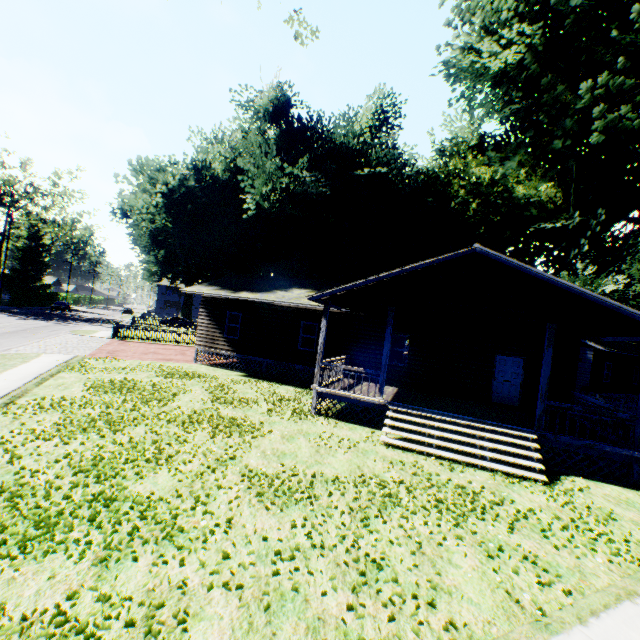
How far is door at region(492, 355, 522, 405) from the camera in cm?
1462

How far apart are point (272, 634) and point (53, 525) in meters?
3.5 m

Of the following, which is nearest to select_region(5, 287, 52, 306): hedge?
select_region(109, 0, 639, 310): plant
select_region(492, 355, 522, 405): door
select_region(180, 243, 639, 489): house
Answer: select_region(109, 0, 639, 310): plant

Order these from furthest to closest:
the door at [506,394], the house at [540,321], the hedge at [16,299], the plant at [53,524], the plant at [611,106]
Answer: the hedge at [16,299], the plant at [611,106], the door at [506,394], the house at [540,321], the plant at [53,524]

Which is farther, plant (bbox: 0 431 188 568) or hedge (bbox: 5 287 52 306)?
hedge (bbox: 5 287 52 306)

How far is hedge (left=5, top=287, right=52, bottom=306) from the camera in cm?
4859

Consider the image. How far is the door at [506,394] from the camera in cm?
1462
